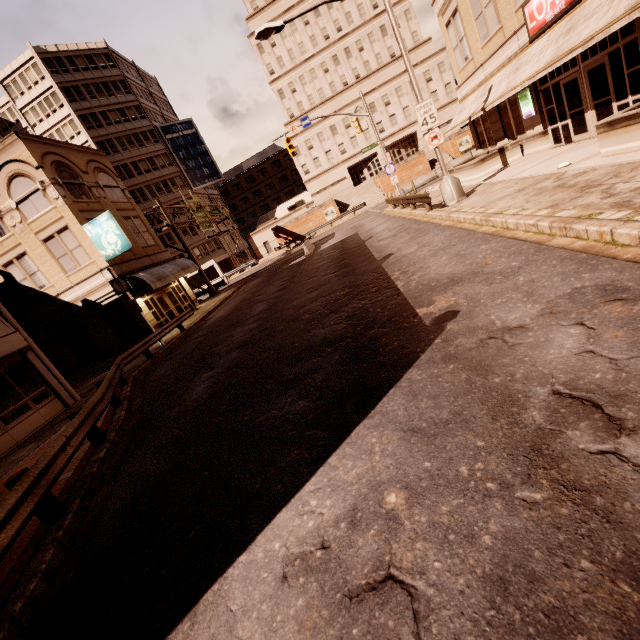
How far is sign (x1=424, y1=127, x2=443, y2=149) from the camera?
13.7m

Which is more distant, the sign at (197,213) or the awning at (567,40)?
the sign at (197,213)

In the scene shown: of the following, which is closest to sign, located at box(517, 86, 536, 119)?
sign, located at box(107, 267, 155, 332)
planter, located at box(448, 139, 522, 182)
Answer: planter, located at box(448, 139, 522, 182)

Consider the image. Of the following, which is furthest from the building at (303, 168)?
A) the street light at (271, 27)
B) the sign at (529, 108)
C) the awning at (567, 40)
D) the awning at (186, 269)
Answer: the street light at (271, 27)

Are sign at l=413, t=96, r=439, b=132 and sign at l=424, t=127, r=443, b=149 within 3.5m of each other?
yes

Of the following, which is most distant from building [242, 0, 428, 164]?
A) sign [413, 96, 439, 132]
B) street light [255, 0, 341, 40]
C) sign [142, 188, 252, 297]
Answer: sign [413, 96, 439, 132]

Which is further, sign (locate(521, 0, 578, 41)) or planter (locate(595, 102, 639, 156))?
sign (locate(521, 0, 578, 41))

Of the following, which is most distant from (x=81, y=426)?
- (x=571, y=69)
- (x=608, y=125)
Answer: (x=571, y=69)
